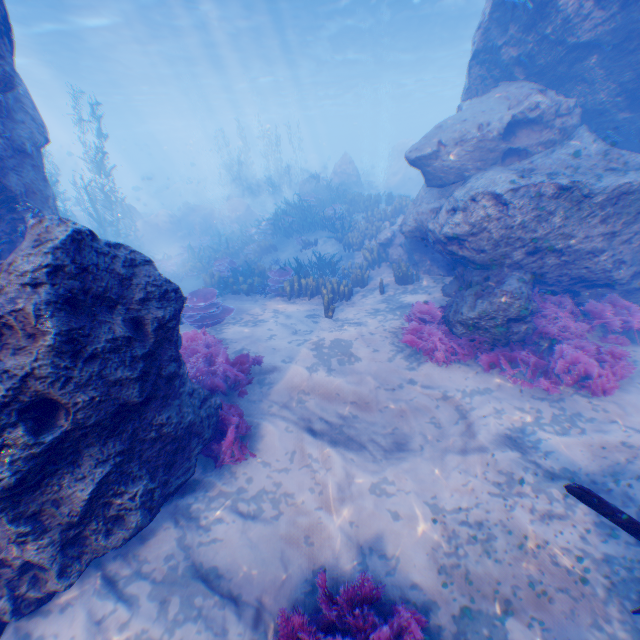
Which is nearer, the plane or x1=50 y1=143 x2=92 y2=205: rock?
the plane

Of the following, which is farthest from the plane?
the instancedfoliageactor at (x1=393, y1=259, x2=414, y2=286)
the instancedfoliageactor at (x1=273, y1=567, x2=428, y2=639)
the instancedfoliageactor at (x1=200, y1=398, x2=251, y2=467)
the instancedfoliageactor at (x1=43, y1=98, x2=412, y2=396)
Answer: the instancedfoliageactor at (x1=43, y1=98, x2=412, y2=396)

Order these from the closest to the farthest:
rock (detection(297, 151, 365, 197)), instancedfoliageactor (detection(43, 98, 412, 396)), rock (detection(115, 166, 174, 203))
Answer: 1. instancedfoliageactor (detection(43, 98, 412, 396))
2. rock (detection(297, 151, 365, 197))
3. rock (detection(115, 166, 174, 203))

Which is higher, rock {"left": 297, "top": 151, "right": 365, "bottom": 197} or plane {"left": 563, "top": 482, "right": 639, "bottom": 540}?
rock {"left": 297, "top": 151, "right": 365, "bottom": 197}

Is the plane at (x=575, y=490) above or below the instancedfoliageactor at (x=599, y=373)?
above

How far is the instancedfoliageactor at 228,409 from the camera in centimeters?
511cm

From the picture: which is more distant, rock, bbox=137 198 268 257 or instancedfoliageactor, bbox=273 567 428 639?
rock, bbox=137 198 268 257

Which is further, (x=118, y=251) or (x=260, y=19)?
(x=260, y=19)
